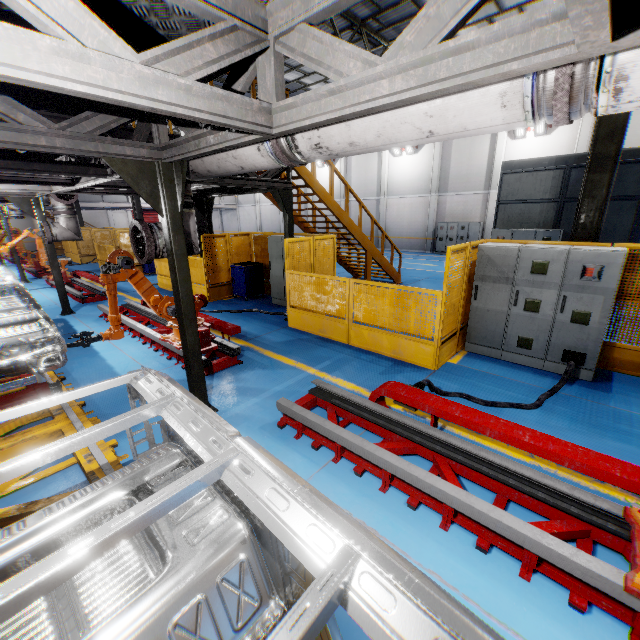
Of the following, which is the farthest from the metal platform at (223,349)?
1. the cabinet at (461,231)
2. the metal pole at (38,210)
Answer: the cabinet at (461,231)

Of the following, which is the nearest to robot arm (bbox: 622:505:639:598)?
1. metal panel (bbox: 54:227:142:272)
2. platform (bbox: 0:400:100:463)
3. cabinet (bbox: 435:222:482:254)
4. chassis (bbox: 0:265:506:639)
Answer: chassis (bbox: 0:265:506:639)

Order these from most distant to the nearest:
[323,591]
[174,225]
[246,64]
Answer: [174,225]
[246,64]
[323,591]

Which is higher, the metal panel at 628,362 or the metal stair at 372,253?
the metal stair at 372,253

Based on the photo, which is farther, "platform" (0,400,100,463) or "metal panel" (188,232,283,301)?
"metal panel" (188,232,283,301)

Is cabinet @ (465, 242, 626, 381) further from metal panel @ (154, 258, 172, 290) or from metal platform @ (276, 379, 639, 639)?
metal platform @ (276, 379, 639, 639)

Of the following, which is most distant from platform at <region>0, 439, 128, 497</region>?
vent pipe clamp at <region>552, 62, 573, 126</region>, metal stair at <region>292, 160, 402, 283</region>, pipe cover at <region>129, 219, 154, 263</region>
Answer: metal stair at <region>292, 160, 402, 283</region>

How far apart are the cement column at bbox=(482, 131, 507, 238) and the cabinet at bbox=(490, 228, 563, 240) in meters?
9.7 m
